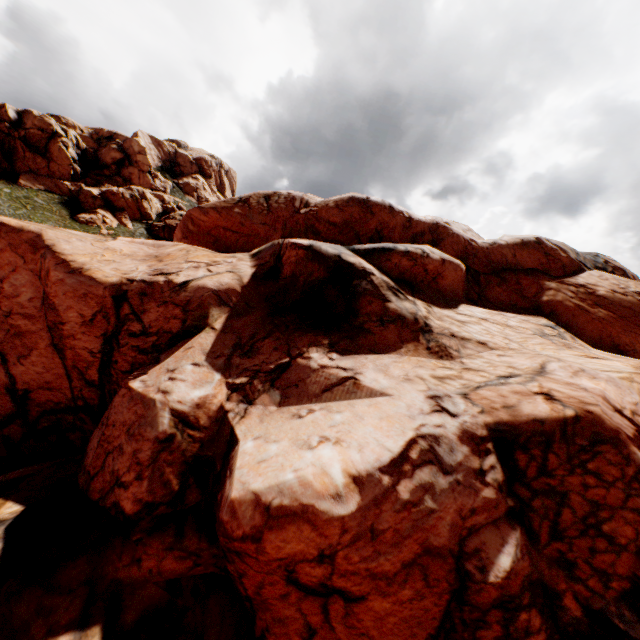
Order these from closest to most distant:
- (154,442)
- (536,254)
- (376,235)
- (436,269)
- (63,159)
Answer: (154,442)
(436,269)
(376,235)
(536,254)
(63,159)
